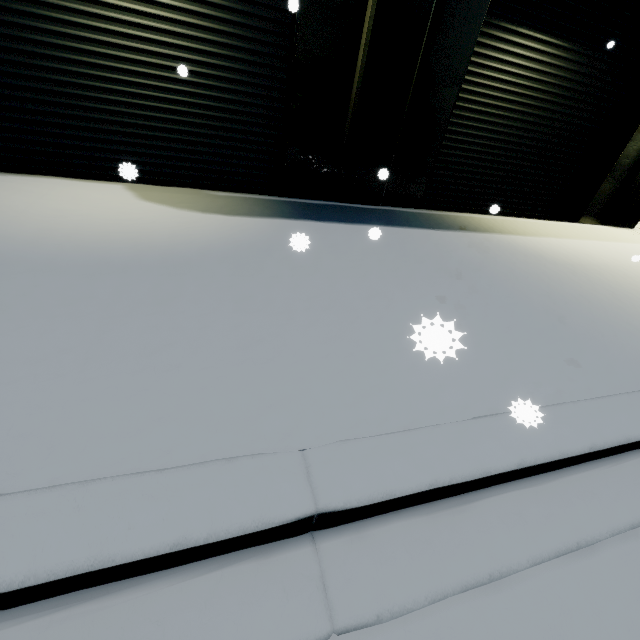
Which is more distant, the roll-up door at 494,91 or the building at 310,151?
the roll-up door at 494,91

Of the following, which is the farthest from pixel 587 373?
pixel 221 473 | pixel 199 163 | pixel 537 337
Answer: pixel 199 163

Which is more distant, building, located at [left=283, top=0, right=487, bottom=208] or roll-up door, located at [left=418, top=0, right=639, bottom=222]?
roll-up door, located at [left=418, top=0, right=639, bottom=222]

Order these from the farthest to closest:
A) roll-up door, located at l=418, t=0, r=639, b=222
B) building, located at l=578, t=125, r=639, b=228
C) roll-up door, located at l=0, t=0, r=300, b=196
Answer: building, located at l=578, t=125, r=639, b=228 < roll-up door, located at l=418, t=0, r=639, b=222 < roll-up door, located at l=0, t=0, r=300, b=196

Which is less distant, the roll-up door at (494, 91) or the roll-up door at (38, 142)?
the roll-up door at (38, 142)

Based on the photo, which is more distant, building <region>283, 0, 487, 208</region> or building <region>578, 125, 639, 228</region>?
building <region>578, 125, 639, 228</region>
